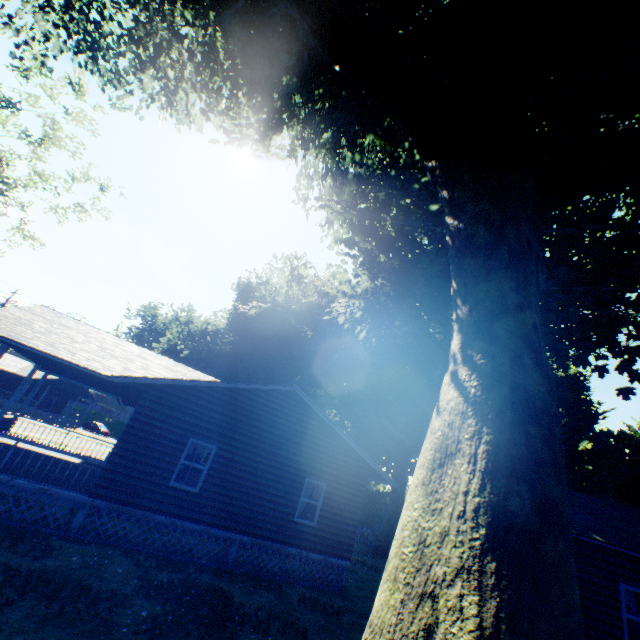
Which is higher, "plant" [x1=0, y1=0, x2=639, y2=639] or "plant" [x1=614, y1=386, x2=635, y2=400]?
"plant" [x1=614, y1=386, x2=635, y2=400]

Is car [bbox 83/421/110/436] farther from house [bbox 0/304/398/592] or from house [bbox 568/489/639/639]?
house [bbox 568/489/639/639]

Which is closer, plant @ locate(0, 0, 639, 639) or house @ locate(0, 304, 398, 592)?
plant @ locate(0, 0, 639, 639)

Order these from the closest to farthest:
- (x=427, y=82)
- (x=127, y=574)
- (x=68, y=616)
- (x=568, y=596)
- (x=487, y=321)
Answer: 1. (x=568, y=596)
2. (x=68, y=616)
3. (x=487, y=321)
4. (x=127, y=574)
5. (x=427, y=82)

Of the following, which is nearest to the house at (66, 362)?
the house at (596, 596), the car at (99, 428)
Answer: the house at (596, 596)

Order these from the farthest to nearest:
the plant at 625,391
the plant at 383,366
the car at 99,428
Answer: the car at 99,428 → the plant at 625,391 → the plant at 383,366

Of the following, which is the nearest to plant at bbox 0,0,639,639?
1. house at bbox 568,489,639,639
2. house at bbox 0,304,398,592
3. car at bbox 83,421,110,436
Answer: house at bbox 0,304,398,592
